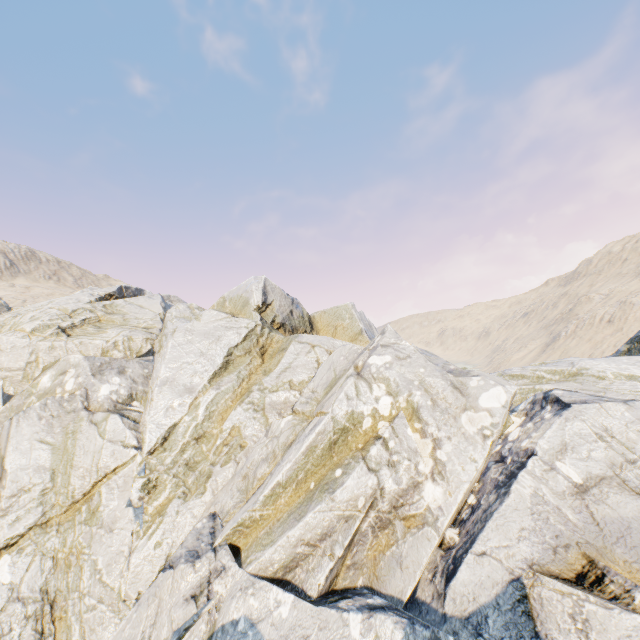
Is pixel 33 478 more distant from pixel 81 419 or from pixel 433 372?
pixel 433 372
